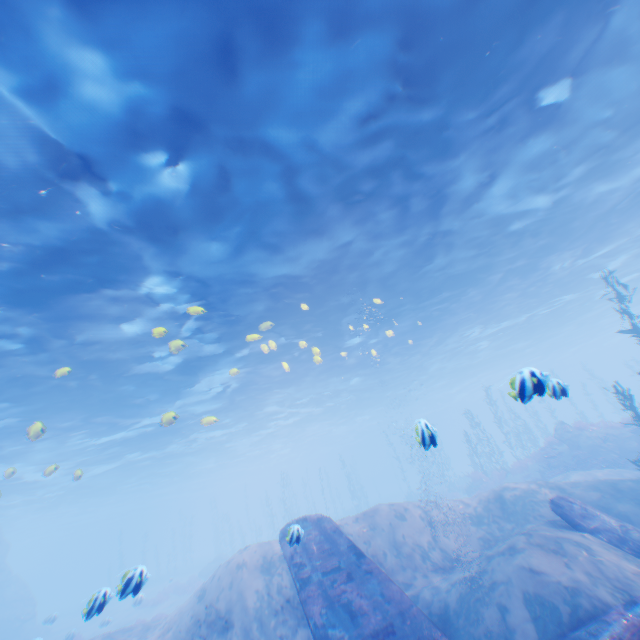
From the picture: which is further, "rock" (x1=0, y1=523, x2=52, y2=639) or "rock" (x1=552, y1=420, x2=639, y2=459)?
"rock" (x1=0, y1=523, x2=52, y2=639)

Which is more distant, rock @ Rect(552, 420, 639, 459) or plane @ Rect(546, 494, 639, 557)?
rock @ Rect(552, 420, 639, 459)

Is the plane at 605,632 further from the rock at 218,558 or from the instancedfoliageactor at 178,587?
the rock at 218,558

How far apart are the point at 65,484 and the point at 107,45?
44.2m

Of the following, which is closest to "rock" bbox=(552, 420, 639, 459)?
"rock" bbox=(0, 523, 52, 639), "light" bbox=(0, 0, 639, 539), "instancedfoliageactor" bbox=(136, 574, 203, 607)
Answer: "rock" bbox=(0, 523, 52, 639)

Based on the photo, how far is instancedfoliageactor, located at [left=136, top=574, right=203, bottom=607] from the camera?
27.2m

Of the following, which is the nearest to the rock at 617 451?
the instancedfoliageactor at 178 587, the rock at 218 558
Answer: the rock at 218 558

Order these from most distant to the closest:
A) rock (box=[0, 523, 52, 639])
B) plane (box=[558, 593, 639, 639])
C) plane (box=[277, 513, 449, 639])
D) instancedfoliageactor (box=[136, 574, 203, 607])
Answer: rock (box=[0, 523, 52, 639]), instancedfoliageactor (box=[136, 574, 203, 607]), plane (box=[277, 513, 449, 639]), plane (box=[558, 593, 639, 639])
